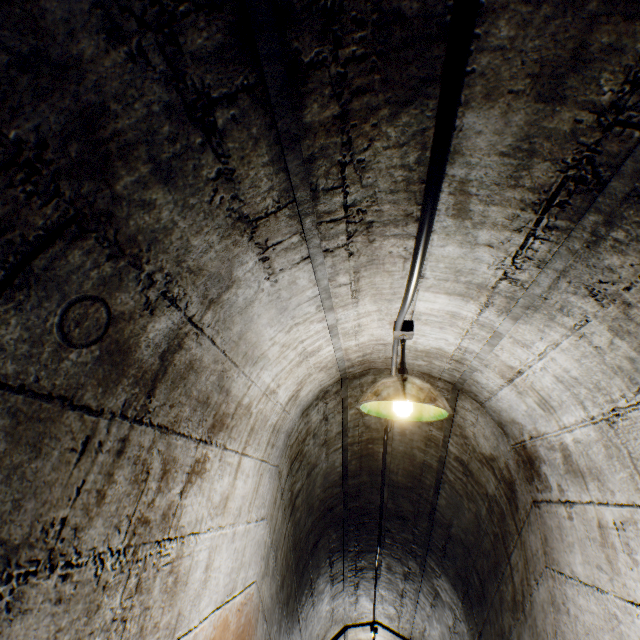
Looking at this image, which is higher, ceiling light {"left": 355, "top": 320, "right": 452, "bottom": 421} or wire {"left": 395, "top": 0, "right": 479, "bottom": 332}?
wire {"left": 395, "top": 0, "right": 479, "bottom": 332}

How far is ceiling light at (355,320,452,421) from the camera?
1.48m

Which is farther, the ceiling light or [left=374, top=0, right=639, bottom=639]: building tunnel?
the ceiling light

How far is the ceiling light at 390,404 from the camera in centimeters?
148cm

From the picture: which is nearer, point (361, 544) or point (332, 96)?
point (332, 96)

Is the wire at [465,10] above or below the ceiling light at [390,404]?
above

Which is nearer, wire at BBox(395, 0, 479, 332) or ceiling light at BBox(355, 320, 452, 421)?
wire at BBox(395, 0, 479, 332)
